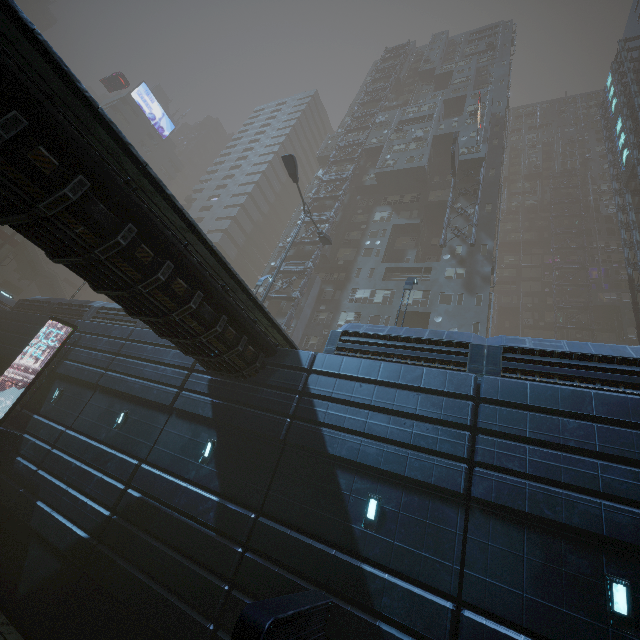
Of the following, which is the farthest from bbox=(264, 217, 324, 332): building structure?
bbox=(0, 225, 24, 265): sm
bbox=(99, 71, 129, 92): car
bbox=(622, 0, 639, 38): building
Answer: bbox=(0, 225, 24, 265): sm

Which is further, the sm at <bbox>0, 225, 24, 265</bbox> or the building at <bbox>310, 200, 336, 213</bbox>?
the building at <bbox>310, 200, 336, 213</bbox>

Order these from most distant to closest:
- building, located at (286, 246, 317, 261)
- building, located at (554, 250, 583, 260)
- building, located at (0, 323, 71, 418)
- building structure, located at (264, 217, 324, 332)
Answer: building, located at (554, 250, 583, 260) < building, located at (286, 246, 317, 261) < building structure, located at (264, 217, 324, 332) < building, located at (0, 323, 71, 418)

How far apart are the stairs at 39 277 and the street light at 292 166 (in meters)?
41.81

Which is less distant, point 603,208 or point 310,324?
point 310,324

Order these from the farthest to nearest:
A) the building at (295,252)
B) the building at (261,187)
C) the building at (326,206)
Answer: the building at (261,187) < the building at (326,206) < the building at (295,252)

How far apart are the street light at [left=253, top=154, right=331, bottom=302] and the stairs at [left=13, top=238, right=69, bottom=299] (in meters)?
41.81

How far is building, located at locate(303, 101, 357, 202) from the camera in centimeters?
4791cm
